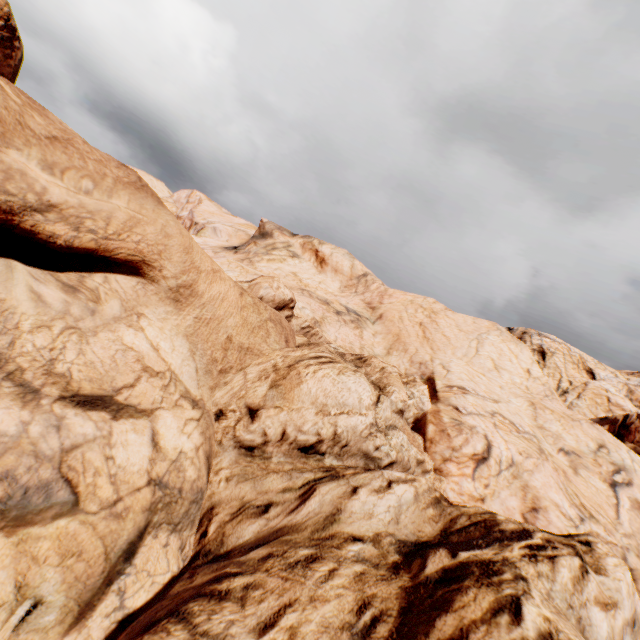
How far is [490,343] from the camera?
22.1 meters
